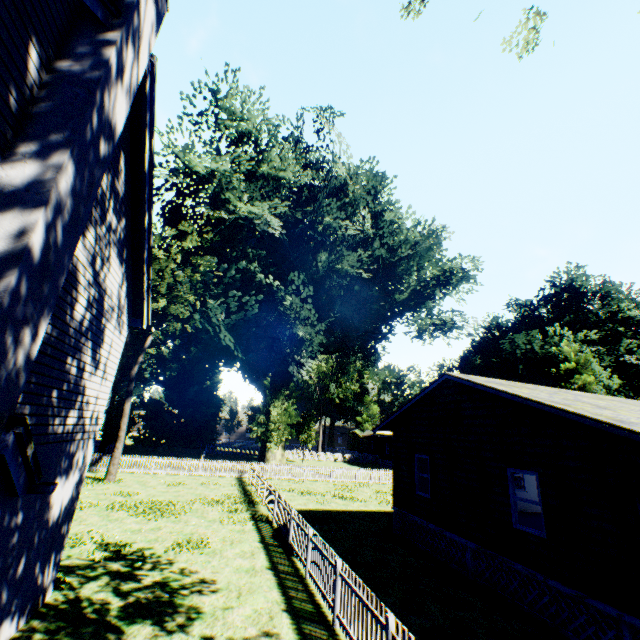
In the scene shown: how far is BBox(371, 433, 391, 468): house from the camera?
47.2m

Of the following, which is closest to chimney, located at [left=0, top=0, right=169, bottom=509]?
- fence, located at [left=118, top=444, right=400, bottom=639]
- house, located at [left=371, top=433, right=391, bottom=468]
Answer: fence, located at [left=118, top=444, right=400, bottom=639]

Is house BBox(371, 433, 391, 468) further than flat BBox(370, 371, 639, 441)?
Yes

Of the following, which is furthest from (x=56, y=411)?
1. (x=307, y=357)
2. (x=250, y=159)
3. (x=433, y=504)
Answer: (x=307, y=357)

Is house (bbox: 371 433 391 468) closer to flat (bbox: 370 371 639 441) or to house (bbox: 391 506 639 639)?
flat (bbox: 370 371 639 441)

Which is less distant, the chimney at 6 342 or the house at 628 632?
the chimney at 6 342

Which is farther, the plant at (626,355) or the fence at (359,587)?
the plant at (626,355)

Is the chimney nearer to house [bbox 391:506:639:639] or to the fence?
the fence
